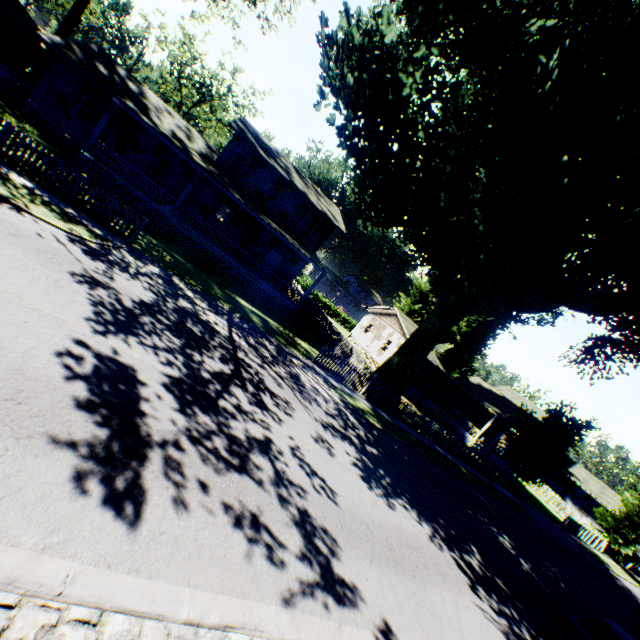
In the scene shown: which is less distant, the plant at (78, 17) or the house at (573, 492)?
the plant at (78, 17)

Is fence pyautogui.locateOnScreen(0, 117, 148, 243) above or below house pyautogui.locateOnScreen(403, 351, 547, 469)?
below

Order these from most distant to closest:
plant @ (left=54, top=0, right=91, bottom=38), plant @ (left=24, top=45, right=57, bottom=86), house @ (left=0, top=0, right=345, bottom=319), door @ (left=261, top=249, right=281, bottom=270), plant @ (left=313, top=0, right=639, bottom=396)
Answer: door @ (left=261, top=249, right=281, bottom=270) → plant @ (left=24, top=45, right=57, bottom=86) → plant @ (left=54, top=0, right=91, bottom=38) → house @ (left=0, top=0, right=345, bottom=319) → plant @ (left=313, top=0, right=639, bottom=396)

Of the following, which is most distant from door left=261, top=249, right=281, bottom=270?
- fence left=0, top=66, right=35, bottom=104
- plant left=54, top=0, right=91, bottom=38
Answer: fence left=0, top=66, right=35, bottom=104

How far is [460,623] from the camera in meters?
7.0

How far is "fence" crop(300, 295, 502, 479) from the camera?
18.19m

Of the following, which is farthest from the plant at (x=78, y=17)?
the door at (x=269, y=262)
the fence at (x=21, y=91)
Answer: the door at (x=269, y=262)

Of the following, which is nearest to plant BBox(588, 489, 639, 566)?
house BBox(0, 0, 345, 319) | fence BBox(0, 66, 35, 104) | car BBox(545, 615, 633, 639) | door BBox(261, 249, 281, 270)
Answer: house BBox(0, 0, 345, 319)
